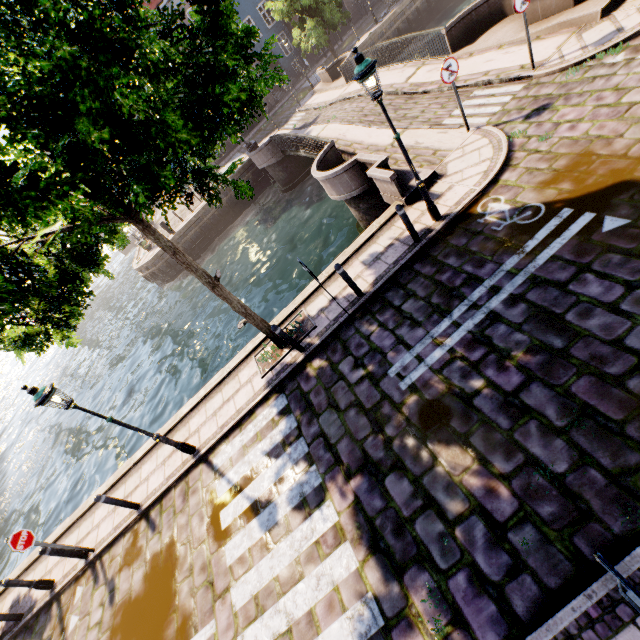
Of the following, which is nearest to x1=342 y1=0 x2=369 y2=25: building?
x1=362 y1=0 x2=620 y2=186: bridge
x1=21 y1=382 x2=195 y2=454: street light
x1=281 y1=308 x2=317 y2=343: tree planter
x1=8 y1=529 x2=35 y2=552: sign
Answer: x1=362 y1=0 x2=620 y2=186: bridge

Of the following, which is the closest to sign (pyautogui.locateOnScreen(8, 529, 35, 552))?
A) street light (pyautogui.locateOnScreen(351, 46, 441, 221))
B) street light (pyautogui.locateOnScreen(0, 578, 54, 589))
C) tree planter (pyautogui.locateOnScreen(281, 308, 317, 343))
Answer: street light (pyautogui.locateOnScreen(0, 578, 54, 589))

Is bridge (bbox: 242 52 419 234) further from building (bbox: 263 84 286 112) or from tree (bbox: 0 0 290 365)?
building (bbox: 263 84 286 112)

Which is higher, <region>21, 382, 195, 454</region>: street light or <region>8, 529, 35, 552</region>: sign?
<region>21, 382, 195, 454</region>: street light

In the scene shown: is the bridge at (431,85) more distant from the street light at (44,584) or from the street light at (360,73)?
the street light at (44,584)

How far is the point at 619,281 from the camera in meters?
4.7 m

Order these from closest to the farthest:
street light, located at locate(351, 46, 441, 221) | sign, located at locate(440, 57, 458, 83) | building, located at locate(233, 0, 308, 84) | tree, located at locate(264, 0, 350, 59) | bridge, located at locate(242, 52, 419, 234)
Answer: street light, located at locate(351, 46, 441, 221) < sign, located at locate(440, 57, 458, 83) < bridge, located at locate(242, 52, 419, 234) < tree, located at locate(264, 0, 350, 59) < building, located at locate(233, 0, 308, 84)

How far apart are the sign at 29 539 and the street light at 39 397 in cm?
366
